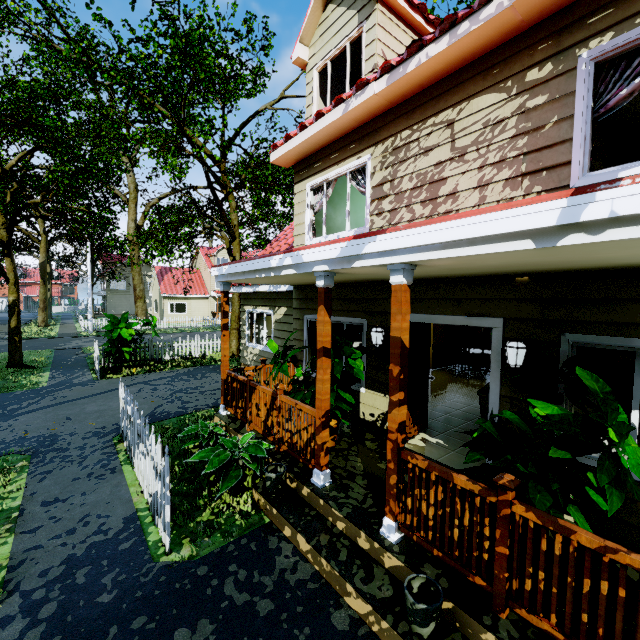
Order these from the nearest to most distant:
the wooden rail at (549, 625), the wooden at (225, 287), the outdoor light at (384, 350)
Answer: the wooden rail at (549, 625) → the outdoor light at (384, 350) → the wooden at (225, 287)

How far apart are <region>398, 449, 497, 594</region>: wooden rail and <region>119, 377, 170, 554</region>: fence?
2.54m

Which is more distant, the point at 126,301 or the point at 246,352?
the point at 126,301

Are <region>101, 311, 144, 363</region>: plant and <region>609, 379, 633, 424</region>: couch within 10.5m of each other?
no

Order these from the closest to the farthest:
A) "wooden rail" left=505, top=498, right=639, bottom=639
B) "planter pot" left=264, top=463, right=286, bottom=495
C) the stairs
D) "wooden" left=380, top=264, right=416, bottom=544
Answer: "wooden rail" left=505, top=498, right=639, bottom=639, "wooden" left=380, top=264, right=416, bottom=544, "planter pot" left=264, top=463, right=286, bottom=495, the stairs

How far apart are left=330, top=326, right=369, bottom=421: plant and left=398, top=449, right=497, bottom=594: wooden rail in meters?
1.5

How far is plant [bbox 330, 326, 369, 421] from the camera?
4.7 meters

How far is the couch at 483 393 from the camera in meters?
5.9 m
